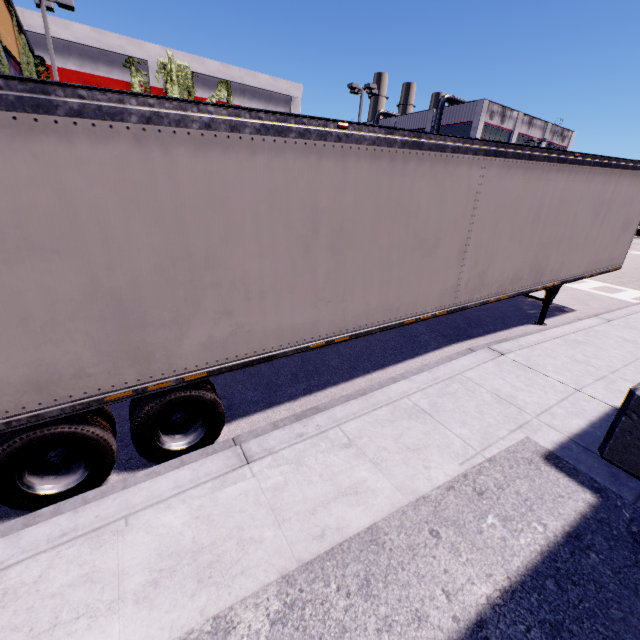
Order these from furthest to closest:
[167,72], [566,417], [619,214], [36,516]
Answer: [167,72]
[619,214]
[566,417]
[36,516]

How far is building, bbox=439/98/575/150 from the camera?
41.4 meters

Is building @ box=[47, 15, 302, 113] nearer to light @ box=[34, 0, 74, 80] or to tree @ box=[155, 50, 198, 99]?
tree @ box=[155, 50, 198, 99]

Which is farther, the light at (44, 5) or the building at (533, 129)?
the building at (533, 129)

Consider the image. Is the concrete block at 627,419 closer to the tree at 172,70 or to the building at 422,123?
the building at 422,123

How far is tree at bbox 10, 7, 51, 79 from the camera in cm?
1243

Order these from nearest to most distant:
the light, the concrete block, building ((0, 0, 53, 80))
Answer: the concrete block
building ((0, 0, 53, 80))
the light

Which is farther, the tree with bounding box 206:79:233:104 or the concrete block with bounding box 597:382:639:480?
the tree with bounding box 206:79:233:104
